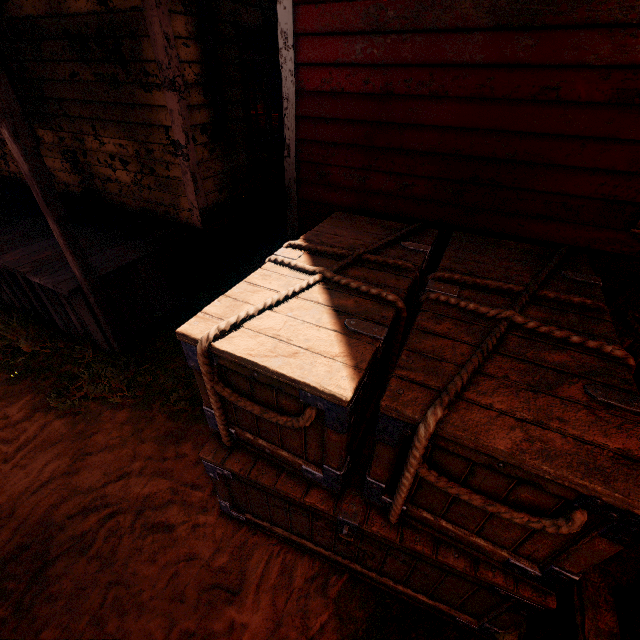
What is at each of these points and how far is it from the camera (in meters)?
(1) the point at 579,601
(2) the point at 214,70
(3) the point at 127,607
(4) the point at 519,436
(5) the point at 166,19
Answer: (1) building, 1.45
(2) stove, 3.88
(3) z, 2.15
(4) wooden box, 1.19
(5) building, 3.41

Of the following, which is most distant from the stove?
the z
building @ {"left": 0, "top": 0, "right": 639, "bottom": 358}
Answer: the z

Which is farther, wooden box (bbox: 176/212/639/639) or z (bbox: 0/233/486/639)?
z (bbox: 0/233/486/639)

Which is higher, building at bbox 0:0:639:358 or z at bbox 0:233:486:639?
building at bbox 0:0:639:358

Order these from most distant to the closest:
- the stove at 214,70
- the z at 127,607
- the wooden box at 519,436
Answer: the stove at 214,70 → the z at 127,607 → the wooden box at 519,436

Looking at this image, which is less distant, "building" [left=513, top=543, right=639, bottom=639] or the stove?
"building" [left=513, top=543, right=639, bottom=639]

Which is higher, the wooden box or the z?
the wooden box

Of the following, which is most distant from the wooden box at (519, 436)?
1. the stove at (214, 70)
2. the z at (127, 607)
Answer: the stove at (214, 70)
